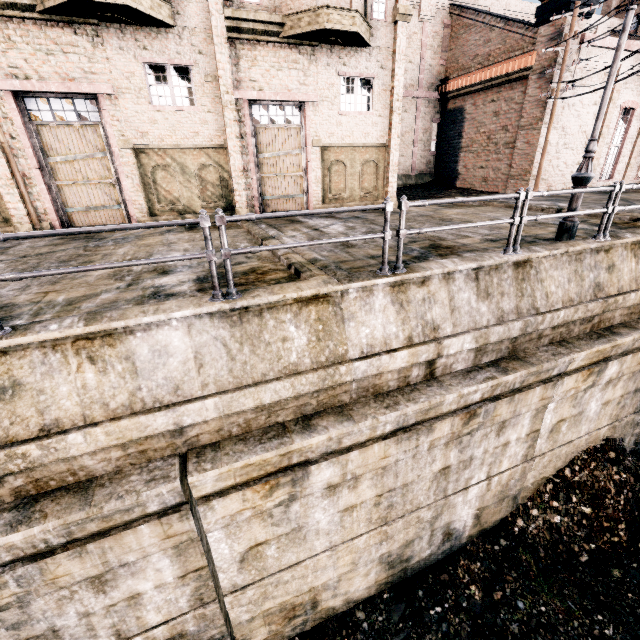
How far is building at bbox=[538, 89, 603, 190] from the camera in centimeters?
2000cm

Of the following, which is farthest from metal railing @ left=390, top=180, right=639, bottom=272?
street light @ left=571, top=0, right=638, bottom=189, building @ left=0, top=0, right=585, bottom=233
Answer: building @ left=0, top=0, right=585, bottom=233

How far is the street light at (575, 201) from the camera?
7.9m

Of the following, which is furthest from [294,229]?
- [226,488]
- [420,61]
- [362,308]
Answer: [420,61]

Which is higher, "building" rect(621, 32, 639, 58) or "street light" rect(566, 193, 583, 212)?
"building" rect(621, 32, 639, 58)

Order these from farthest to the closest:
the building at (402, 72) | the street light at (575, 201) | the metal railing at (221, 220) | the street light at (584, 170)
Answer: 1. the building at (402, 72)
2. the street light at (575, 201)
3. the street light at (584, 170)
4. the metal railing at (221, 220)

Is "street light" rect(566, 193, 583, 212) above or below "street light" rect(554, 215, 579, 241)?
above
